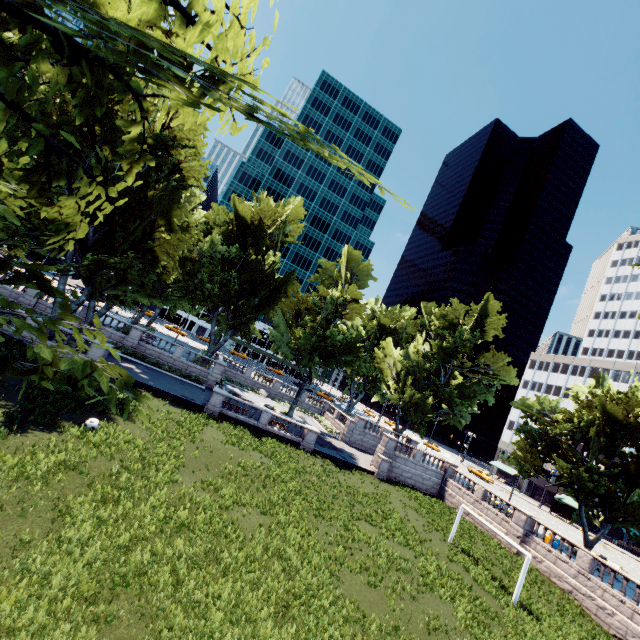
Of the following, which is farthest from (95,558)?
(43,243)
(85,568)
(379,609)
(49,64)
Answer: (43,243)

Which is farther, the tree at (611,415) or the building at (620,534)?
the building at (620,534)

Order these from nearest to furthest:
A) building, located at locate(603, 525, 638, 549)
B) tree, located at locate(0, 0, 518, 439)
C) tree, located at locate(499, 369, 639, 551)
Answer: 1. tree, located at locate(0, 0, 518, 439)
2. tree, located at locate(499, 369, 639, 551)
3. building, located at locate(603, 525, 638, 549)

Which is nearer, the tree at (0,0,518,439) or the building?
the tree at (0,0,518,439)

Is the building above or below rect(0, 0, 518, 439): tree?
below

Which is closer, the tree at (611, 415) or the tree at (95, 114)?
the tree at (95, 114)
